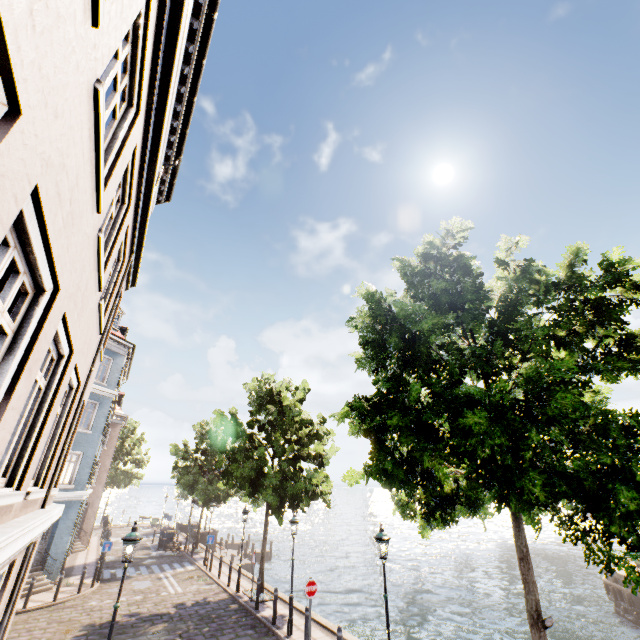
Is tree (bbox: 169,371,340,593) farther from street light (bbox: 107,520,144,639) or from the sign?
street light (bbox: 107,520,144,639)

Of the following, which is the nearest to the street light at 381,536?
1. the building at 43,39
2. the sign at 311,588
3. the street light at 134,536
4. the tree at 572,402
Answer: the tree at 572,402

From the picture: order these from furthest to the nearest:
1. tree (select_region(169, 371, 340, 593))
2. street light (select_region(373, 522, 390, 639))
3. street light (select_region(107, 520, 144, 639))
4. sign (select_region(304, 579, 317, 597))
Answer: tree (select_region(169, 371, 340, 593))
sign (select_region(304, 579, 317, 597))
street light (select_region(373, 522, 390, 639))
street light (select_region(107, 520, 144, 639))

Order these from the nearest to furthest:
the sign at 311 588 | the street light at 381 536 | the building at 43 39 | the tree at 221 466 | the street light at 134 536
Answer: the building at 43 39 → the street light at 134 536 → the street light at 381 536 → the sign at 311 588 → the tree at 221 466

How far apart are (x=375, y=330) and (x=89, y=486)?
27.1m

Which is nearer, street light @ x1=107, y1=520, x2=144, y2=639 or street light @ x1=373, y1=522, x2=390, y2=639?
street light @ x1=107, y1=520, x2=144, y2=639

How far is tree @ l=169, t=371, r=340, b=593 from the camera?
16.0m

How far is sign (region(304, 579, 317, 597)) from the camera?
11.0m
